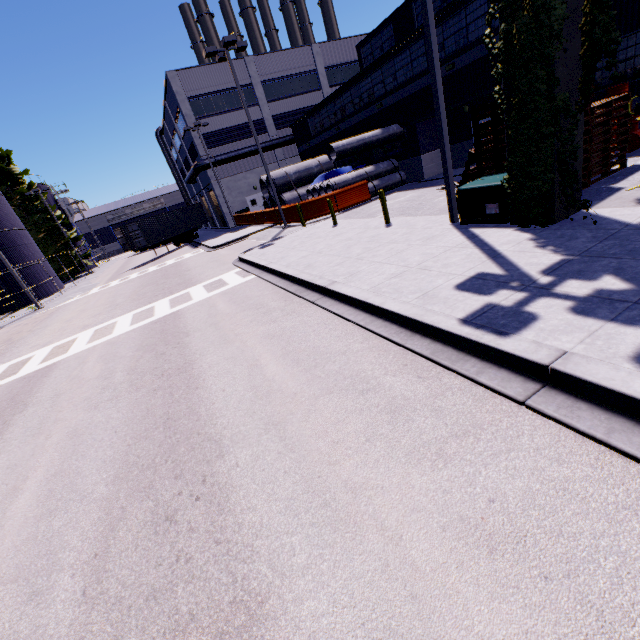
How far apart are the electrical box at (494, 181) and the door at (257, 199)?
19.5 meters

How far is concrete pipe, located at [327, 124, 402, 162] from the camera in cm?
2002

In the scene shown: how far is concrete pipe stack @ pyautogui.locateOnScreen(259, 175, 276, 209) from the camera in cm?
2714

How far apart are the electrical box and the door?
19.5m

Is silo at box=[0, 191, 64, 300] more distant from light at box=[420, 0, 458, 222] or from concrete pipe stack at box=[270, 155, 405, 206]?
light at box=[420, 0, 458, 222]

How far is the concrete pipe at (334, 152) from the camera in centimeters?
2002cm

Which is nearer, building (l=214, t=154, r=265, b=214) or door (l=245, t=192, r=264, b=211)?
building (l=214, t=154, r=265, b=214)

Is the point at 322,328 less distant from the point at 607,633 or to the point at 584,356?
the point at 584,356
